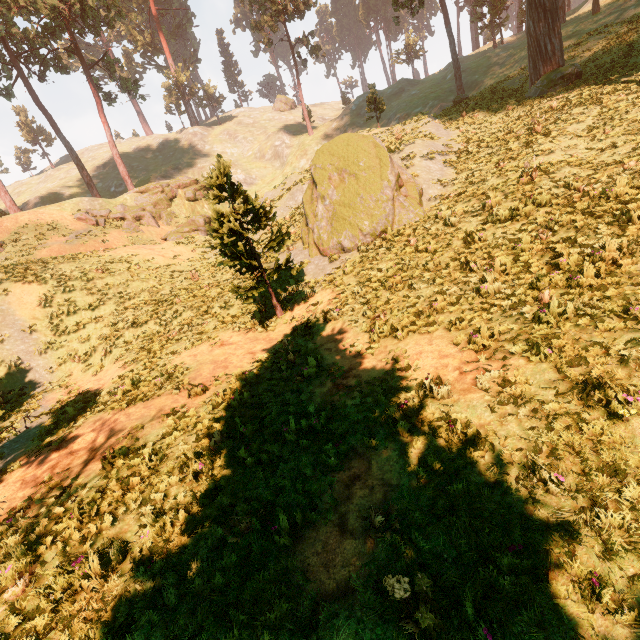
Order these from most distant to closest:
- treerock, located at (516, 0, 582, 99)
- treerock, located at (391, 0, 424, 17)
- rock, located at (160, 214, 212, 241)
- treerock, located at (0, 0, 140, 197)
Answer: treerock, located at (0, 0, 140, 197) → rock, located at (160, 214, 212, 241) → treerock, located at (391, 0, 424, 17) → treerock, located at (516, 0, 582, 99)

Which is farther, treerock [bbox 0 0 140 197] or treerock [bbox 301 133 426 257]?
treerock [bbox 0 0 140 197]

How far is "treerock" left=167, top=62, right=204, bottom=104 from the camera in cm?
5775

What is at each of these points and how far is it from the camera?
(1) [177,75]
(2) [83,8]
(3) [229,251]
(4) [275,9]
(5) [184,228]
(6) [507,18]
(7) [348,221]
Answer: (1) treerock, 58.56m
(2) treerock, 34.03m
(3) treerock, 11.39m
(4) treerock, 37.88m
(5) rock, 30.30m
(6) treerock, 41.03m
(7) treerock, 14.39m

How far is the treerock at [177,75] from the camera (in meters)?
57.75

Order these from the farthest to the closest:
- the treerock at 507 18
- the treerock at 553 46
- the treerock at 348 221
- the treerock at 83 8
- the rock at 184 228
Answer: the treerock at 507 18, the treerock at 83 8, the rock at 184 228, the treerock at 553 46, the treerock at 348 221

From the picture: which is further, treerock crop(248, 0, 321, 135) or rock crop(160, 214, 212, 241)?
treerock crop(248, 0, 321, 135)
